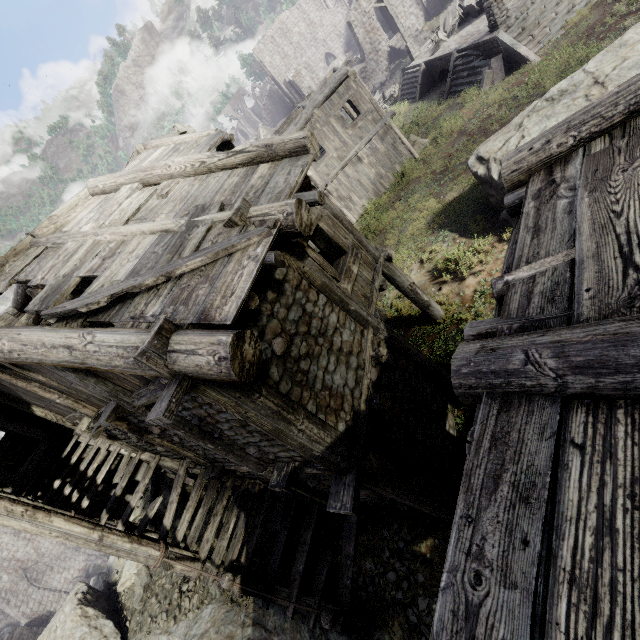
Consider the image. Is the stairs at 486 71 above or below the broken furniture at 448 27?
below

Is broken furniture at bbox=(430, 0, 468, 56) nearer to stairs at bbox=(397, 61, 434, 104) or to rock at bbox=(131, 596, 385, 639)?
stairs at bbox=(397, 61, 434, 104)

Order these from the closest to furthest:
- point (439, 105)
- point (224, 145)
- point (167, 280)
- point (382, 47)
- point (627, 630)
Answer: point (627, 630) < point (167, 280) < point (224, 145) < point (439, 105) < point (382, 47)

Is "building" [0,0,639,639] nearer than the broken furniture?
Yes

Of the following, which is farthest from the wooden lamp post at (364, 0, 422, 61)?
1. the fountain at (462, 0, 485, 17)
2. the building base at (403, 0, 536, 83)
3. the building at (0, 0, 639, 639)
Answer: the building at (0, 0, 639, 639)

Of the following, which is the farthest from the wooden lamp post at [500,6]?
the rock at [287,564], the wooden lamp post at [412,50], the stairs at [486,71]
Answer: the rock at [287,564]

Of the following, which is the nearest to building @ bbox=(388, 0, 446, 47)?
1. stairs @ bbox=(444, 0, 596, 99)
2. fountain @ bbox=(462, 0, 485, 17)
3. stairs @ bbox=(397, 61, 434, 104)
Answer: stairs @ bbox=(397, 61, 434, 104)

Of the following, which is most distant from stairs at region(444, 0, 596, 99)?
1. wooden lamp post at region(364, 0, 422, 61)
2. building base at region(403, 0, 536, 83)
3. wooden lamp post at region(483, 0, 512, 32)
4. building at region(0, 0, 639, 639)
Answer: wooden lamp post at region(364, 0, 422, 61)
